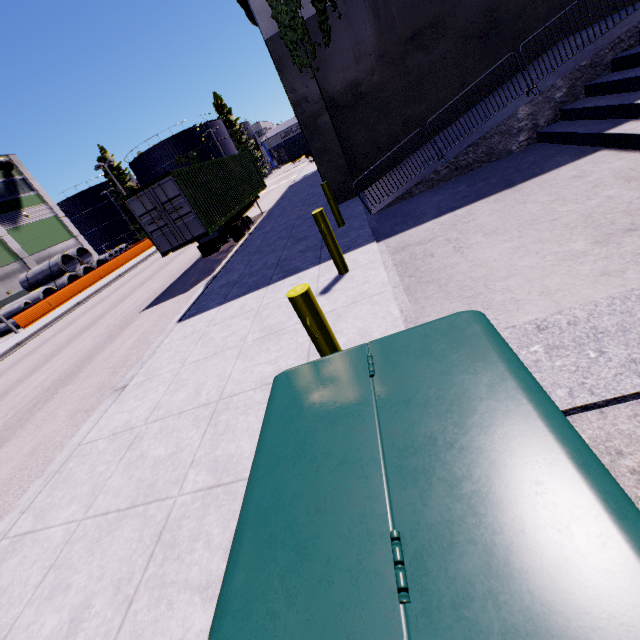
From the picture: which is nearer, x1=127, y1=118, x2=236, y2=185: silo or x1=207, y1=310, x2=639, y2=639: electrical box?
x1=207, y1=310, x2=639, y2=639: electrical box

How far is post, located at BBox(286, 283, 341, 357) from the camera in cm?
265

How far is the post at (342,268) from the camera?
5.3m

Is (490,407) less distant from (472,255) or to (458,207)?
(472,255)

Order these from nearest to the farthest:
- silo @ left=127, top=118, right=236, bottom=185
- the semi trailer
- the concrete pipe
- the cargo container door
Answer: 1. the cargo container door
2. the semi trailer
3. the concrete pipe
4. silo @ left=127, top=118, right=236, bottom=185

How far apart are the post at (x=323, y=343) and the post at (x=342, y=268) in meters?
2.7 m

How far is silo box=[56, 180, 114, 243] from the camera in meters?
57.0

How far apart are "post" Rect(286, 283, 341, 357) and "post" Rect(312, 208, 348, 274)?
2.7m
